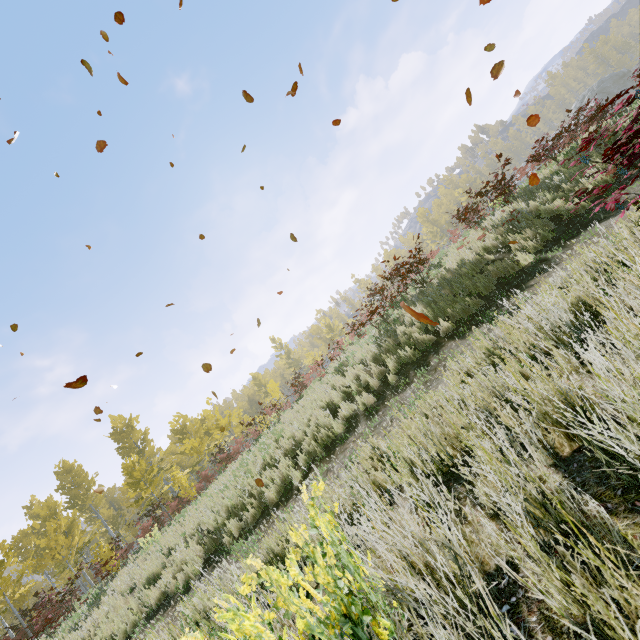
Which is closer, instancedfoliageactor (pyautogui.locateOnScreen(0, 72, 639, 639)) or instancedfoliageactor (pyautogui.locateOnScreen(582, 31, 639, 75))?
instancedfoliageactor (pyautogui.locateOnScreen(0, 72, 639, 639))

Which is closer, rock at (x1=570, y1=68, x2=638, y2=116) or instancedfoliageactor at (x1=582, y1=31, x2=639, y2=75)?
rock at (x1=570, y1=68, x2=638, y2=116)

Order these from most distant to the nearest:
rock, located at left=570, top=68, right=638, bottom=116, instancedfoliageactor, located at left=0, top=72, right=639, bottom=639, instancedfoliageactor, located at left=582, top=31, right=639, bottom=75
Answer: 1. instancedfoliageactor, located at left=582, top=31, right=639, bottom=75
2. rock, located at left=570, top=68, right=638, bottom=116
3. instancedfoliageactor, located at left=0, top=72, right=639, bottom=639

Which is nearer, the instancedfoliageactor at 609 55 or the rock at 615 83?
the rock at 615 83

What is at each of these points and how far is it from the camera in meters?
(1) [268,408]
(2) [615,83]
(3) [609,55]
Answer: (1) instancedfoliageactor, 20.5
(2) rock, 44.6
(3) instancedfoliageactor, 53.0

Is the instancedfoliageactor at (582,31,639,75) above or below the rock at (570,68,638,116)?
above
